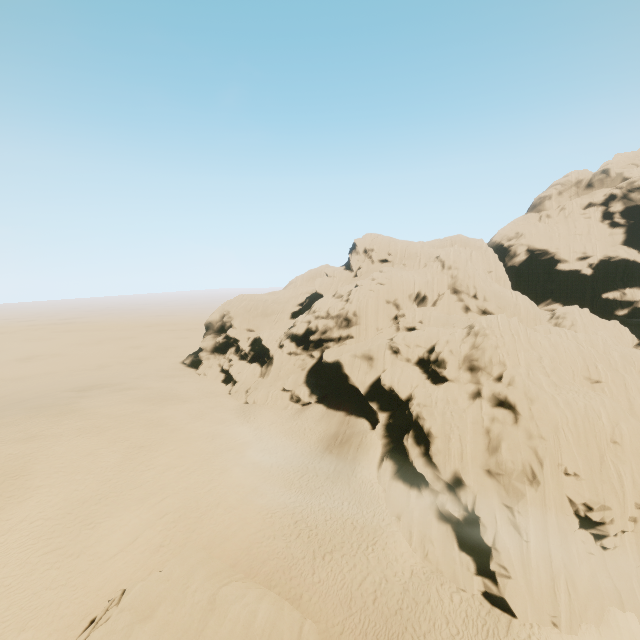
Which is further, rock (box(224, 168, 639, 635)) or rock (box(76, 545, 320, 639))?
rock (box(224, 168, 639, 635))

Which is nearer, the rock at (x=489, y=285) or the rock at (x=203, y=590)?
the rock at (x=203, y=590)

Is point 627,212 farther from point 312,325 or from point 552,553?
point 552,553
